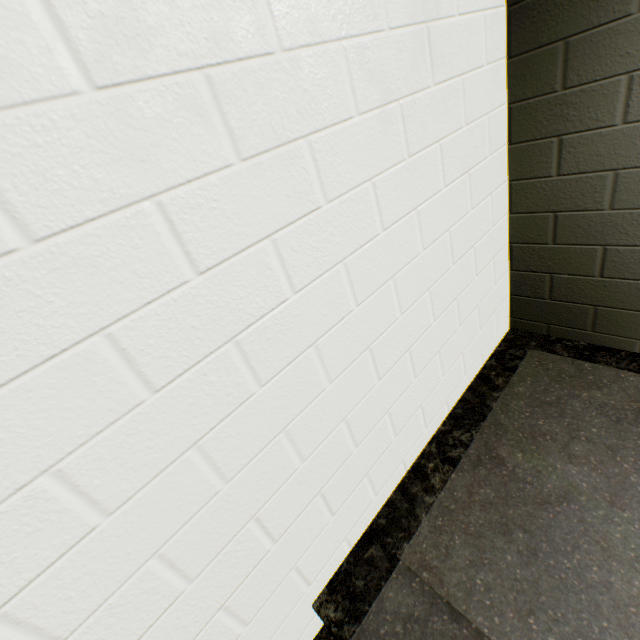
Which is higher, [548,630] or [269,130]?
[269,130]
